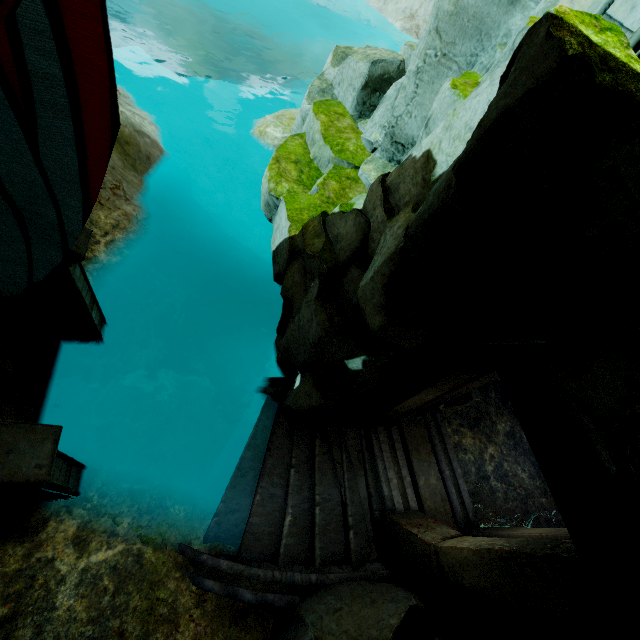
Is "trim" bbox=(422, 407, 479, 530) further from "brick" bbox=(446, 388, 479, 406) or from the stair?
the stair

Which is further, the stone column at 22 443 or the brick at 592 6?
the stone column at 22 443

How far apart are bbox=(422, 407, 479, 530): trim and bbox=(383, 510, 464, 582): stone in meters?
0.8 m

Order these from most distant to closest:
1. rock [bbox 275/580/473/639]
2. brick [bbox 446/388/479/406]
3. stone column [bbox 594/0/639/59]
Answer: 1. brick [bbox 446/388/479/406]
2. rock [bbox 275/580/473/639]
3. stone column [bbox 594/0/639/59]

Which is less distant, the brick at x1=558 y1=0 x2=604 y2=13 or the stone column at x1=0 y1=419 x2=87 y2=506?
the brick at x1=558 y1=0 x2=604 y2=13

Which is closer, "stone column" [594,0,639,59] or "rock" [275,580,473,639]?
"stone column" [594,0,639,59]

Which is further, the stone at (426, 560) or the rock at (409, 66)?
the stone at (426, 560)

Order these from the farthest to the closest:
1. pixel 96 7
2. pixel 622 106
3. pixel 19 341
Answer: pixel 19 341, pixel 622 106, pixel 96 7
